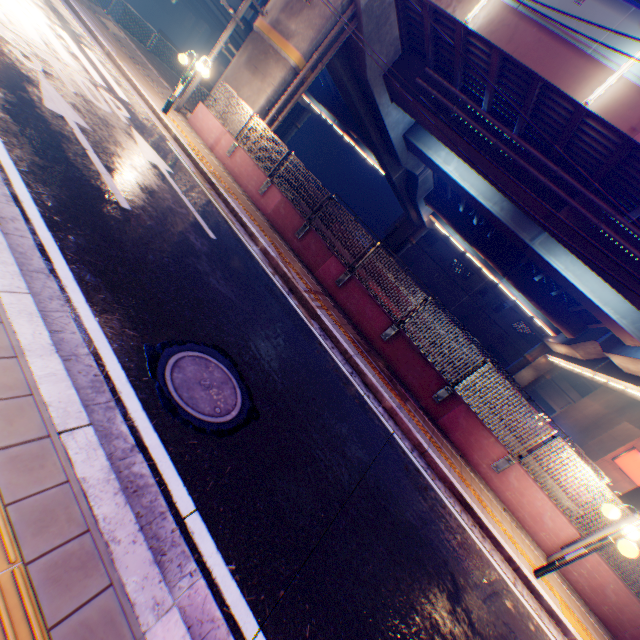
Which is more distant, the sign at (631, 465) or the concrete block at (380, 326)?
the sign at (631, 465)

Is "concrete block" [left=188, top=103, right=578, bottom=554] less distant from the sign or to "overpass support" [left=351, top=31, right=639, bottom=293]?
"overpass support" [left=351, top=31, right=639, bottom=293]

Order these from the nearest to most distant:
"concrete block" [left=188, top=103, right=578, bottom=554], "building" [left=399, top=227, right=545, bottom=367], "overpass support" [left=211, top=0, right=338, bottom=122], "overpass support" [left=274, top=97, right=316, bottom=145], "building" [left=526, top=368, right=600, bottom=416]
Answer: "concrete block" [left=188, top=103, right=578, bottom=554] < "overpass support" [left=211, top=0, right=338, bottom=122] < "building" [left=526, top=368, right=600, bottom=416] < "building" [left=399, top=227, right=545, bottom=367] < "overpass support" [left=274, top=97, right=316, bottom=145]

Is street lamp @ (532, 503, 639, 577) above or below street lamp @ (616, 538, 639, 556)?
above

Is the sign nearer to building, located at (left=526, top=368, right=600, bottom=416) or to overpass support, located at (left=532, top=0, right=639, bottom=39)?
overpass support, located at (left=532, top=0, right=639, bottom=39)

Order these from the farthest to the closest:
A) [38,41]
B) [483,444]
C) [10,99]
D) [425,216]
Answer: [425,216] < [483,444] < [38,41] < [10,99]

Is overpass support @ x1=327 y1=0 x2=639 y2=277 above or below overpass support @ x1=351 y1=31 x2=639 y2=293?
above

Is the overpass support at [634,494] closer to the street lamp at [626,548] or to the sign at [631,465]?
the sign at [631,465]
